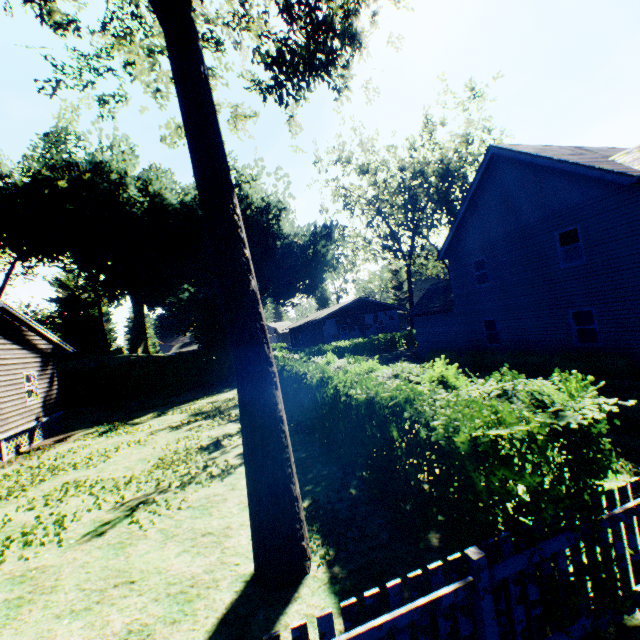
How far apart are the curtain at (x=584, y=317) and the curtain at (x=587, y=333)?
0.1 meters

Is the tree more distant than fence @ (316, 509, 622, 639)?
Yes

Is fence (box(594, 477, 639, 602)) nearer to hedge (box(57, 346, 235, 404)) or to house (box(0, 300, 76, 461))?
house (box(0, 300, 76, 461))

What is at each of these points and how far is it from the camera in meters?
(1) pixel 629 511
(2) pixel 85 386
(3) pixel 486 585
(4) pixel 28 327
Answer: (1) fence, 3.3 m
(2) hedge, 25.4 m
(3) fence, 2.7 m
(4) house, 16.1 m

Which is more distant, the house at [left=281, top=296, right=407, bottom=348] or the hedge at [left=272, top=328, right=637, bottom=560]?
the house at [left=281, top=296, right=407, bottom=348]

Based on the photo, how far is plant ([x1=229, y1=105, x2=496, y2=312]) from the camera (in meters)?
33.41

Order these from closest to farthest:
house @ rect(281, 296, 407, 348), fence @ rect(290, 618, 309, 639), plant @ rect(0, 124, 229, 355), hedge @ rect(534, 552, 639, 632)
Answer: fence @ rect(290, 618, 309, 639) → hedge @ rect(534, 552, 639, 632) → plant @ rect(0, 124, 229, 355) → house @ rect(281, 296, 407, 348)

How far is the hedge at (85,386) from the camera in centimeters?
2530cm
